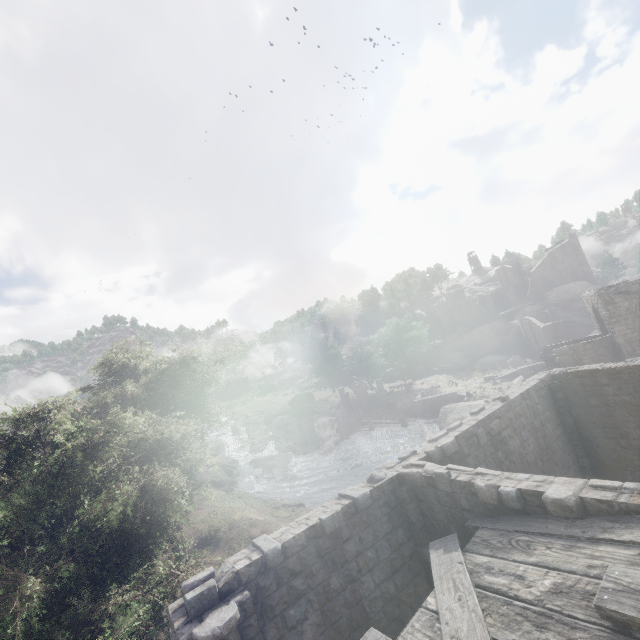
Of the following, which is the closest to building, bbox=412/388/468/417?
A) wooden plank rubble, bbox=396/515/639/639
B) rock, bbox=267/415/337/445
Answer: wooden plank rubble, bbox=396/515/639/639

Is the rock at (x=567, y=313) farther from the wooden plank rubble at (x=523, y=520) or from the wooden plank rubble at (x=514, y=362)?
the wooden plank rubble at (x=523, y=520)

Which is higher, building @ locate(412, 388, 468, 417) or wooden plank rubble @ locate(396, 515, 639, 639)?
wooden plank rubble @ locate(396, 515, 639, 639)

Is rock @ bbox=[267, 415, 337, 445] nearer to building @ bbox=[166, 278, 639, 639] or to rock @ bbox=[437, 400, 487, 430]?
rock @ bbox=[437, 400, 487, 430]

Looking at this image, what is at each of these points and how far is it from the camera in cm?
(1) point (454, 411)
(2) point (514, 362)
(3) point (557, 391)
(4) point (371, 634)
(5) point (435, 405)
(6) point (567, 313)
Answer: (1) rock, 3975
(2) wooden plank rubble, 5359
(3) building, 1370
(4) wooden plank rubble, 568
(5) building, 4381
(6) rock, 5931

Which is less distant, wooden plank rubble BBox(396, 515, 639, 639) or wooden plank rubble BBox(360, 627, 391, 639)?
wooden plank rubble BBox(396, 515, 639, 639)

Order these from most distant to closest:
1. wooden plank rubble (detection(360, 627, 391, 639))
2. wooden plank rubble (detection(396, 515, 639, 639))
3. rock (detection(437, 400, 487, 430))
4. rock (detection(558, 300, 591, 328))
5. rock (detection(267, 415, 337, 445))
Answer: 1. rock (detection(558, 300, 591, 328))
2. rock (detection(267, 415, 337, 445))
3. rock (detection(437, 400, 487, 430))
4. wooden plank rubble (detection(360, 627, 391, 639))
5. wooden plank rubble (detection(396, 515, 639, 639))

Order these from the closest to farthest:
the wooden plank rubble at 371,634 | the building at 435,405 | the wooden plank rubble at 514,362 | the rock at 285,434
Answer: the wooden plank rubble at 371,634
the building at 435,405
the rock at 285,434
the wooden plank rubble at 514,362
